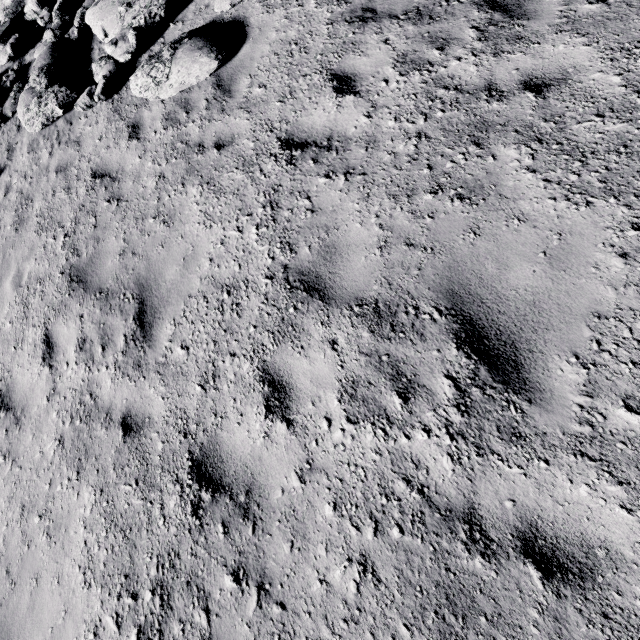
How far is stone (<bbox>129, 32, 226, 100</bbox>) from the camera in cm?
552

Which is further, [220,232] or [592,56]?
[220,232]

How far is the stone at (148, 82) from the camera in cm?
552
